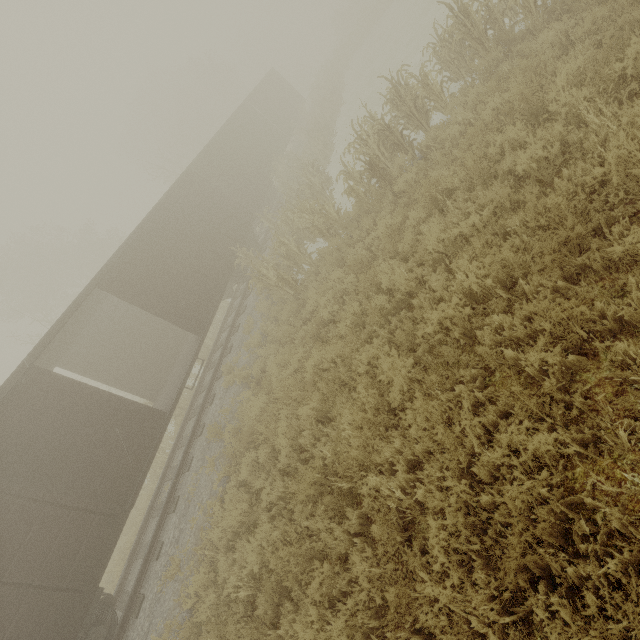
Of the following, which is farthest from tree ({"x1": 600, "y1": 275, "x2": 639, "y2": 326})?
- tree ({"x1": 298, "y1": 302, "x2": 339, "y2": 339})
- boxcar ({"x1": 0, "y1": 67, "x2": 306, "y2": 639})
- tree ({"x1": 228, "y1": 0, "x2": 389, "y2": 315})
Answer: tree ({"x1": 228, "y1": 0, "x2": 389, "y2": 315})

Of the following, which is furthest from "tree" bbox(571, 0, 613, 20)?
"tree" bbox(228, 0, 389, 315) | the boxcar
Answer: "tree" bbox(228, 0, 389, 315)

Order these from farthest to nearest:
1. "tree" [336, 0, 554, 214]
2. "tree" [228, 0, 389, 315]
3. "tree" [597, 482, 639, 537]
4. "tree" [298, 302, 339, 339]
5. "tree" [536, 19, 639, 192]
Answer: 1. "tree" [228, 0, 389, 315]
2. "tree" [298, 302, 339, 339]
3. "tree" [336, 0, 554, 214]
4. "tree" [536, 19, 639, 192]
5. "tree" [597, 482, 639, 537]

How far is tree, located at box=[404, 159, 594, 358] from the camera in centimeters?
367cm

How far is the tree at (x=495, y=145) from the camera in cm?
523

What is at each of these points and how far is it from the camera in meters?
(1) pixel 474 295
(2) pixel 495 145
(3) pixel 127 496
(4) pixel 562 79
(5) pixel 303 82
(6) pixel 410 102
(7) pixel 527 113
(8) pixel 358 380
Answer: (1) tree, 4.7
(2) tree, 6.0
(3) boxcar, 7.7
(4) tree, 4.8
(5) tree, 47.5
(6) tree, 8.6
(7) tree, 5.5
(8) tree, 4.9
